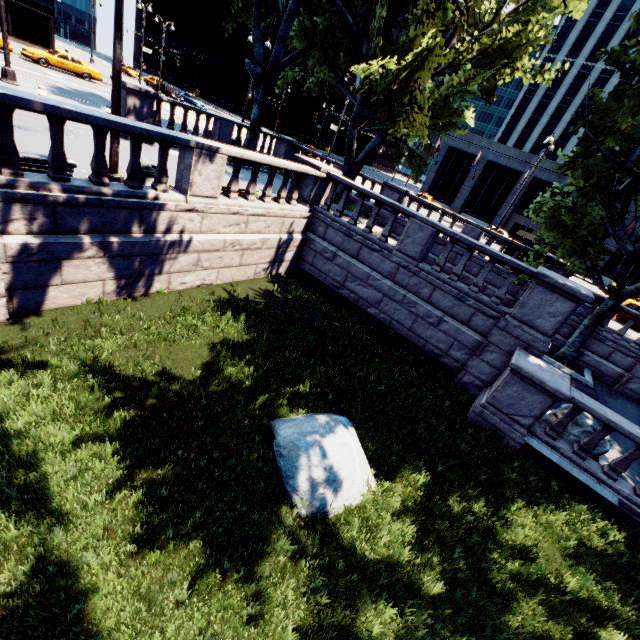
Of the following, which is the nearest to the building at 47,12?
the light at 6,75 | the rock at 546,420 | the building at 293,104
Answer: the light at 6,75

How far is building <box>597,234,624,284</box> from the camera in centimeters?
3681cm

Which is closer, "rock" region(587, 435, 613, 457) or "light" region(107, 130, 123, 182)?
"light" region(107, 130, 123, 182)

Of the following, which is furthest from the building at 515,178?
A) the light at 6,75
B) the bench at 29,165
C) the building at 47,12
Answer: the bench at 29,165

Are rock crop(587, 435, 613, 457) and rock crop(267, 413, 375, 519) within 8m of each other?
yes

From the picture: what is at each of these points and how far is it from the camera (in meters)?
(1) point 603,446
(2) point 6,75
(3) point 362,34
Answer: (1) rock, 8.72
(2) light, 15.07
(3) tree, 16.97

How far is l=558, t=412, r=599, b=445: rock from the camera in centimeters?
889cm

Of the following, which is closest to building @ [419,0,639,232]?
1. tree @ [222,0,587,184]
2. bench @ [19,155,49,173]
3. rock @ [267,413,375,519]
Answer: tree @ [222,0,587,184]
